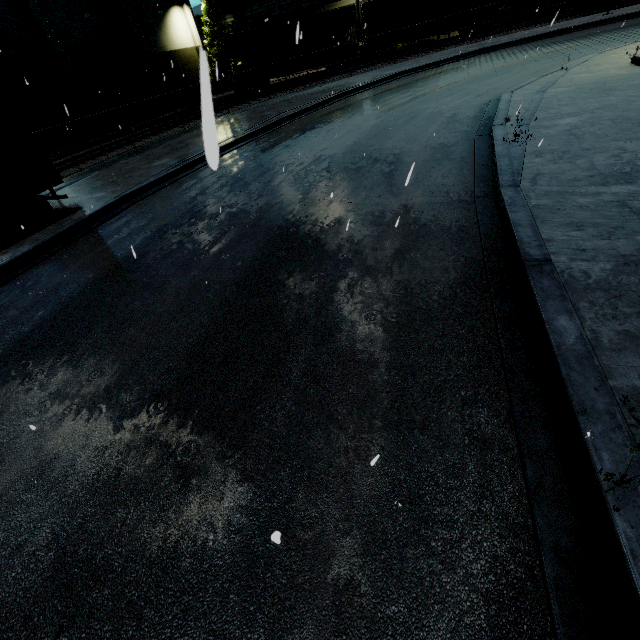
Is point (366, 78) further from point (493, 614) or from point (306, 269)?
point (493, 614)

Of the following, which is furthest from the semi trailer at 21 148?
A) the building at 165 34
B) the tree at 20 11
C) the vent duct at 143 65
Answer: the vent duct at 143 65

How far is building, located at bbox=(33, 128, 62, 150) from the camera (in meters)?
26.22

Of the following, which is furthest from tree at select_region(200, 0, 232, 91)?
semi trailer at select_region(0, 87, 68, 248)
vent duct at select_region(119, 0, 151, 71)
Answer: semi trailer at select_region(0, 87, 68, 248)

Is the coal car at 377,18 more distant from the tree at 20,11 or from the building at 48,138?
the building at 48,138

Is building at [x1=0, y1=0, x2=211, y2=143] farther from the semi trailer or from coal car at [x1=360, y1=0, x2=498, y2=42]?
coal car at [x1=360, y1=0, x2=498, y2=42]

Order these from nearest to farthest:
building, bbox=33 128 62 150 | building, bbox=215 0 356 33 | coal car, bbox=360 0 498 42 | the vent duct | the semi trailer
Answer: the semi trailer
building, bbox=33 128 62 150
coal car, bbox=360 0 498 42
the vent duct
building, bbox=215 0 356 33

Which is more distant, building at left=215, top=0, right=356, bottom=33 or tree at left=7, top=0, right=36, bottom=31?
building at left=215, top=0, right=356, bottom=33
